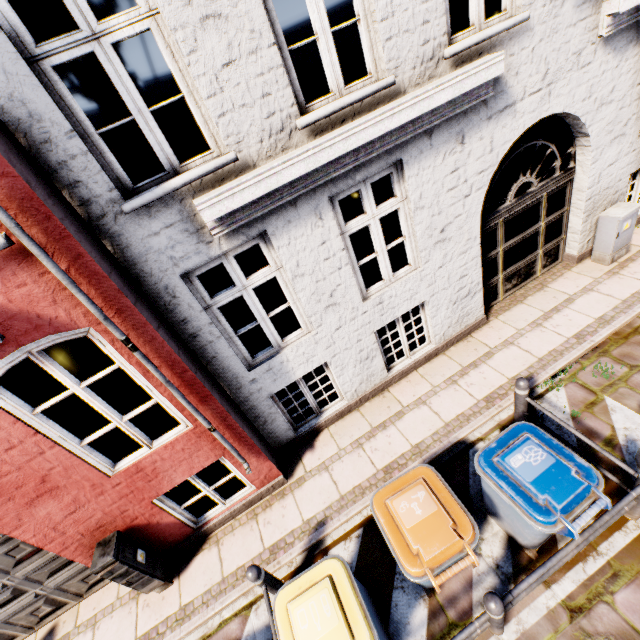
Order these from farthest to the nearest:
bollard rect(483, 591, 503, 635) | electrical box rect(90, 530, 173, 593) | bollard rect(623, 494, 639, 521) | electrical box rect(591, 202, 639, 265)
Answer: electrical box rect(591, 202, 639, 265) < electrical box rect(90, 530, 173, 593) < bollard rect(623, 494, 639, 521) < bollard rect(483, 591, 503, 635)

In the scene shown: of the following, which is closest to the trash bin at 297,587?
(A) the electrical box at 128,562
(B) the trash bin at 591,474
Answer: (B) the trash bin at 591,474

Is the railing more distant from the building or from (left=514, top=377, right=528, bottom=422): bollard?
the building

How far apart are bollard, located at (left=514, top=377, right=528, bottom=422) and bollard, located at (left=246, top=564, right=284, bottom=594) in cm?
383

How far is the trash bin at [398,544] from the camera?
2.9m

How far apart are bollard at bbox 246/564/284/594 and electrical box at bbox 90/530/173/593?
1.8 meters

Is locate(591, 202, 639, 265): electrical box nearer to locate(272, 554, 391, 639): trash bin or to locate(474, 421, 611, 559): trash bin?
locate(474, 421, 611, 559): trash bin

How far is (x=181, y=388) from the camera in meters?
3.8
